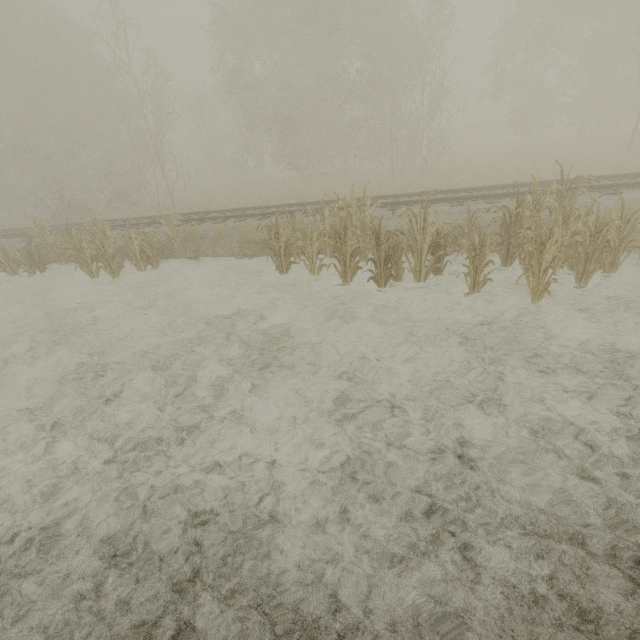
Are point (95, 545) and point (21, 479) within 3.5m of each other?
yes
